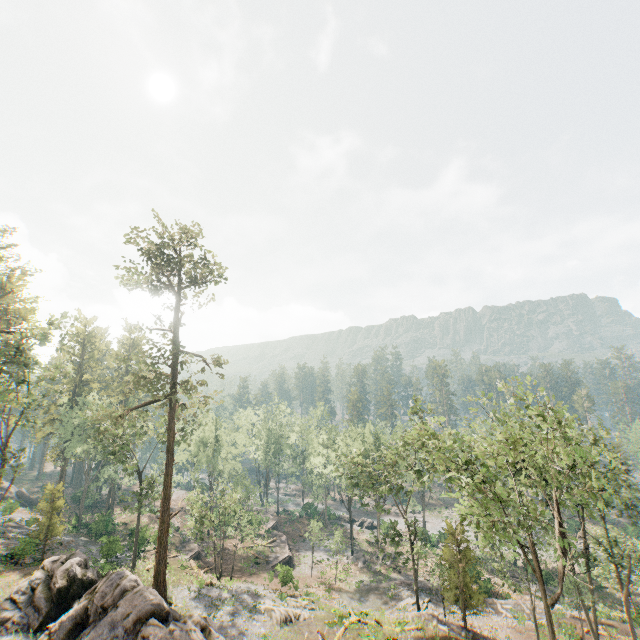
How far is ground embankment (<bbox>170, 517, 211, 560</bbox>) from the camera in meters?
41.5 m

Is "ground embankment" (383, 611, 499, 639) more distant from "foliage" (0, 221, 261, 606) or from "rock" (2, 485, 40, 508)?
"rock" (2, 485, 40, 508)

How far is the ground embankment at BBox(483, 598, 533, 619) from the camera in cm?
3269

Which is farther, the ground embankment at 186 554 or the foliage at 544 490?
the ground embankment at 186 554

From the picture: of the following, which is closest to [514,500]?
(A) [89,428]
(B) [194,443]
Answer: (B) [194,443]

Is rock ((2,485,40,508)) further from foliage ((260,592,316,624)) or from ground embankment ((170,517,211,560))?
ground embankment ((170,517,211,560))

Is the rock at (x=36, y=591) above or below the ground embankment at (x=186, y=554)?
above
